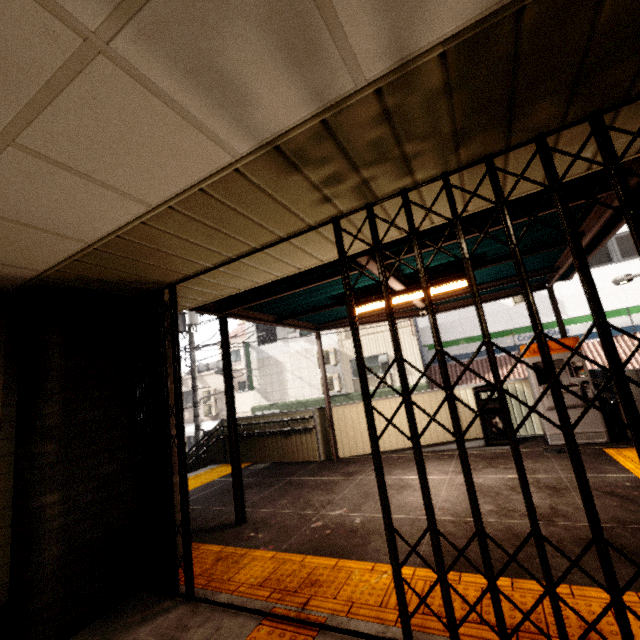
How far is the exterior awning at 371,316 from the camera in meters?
7.1

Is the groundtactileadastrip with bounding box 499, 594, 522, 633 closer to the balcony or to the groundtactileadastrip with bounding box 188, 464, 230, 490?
the groundtactileadastrip with bounding box 188, 464, 230, 490

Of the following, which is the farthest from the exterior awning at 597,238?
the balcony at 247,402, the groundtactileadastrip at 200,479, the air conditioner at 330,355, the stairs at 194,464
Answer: the balcony at 247,402

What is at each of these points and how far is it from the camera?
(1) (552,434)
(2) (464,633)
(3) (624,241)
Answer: (1) ticket machine, 5.9m
(2) groundtactileadastrip, 2.1m
(3) window, 12.7m

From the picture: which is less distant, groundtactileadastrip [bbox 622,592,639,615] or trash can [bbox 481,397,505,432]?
groundtactileadastrip [bbox 622,592,639,615]

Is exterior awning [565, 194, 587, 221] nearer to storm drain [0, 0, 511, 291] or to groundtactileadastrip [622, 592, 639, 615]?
groundtactileadastrip [622, 592, 639, 615]

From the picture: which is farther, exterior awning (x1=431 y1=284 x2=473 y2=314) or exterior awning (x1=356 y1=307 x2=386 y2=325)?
exterior awning (x1=356 y1=307 x2=386 y2=325)

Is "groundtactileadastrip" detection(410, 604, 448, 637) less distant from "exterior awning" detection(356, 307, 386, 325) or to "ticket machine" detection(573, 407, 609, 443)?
"exterior awning" detection(356, 307, 386, 325)
